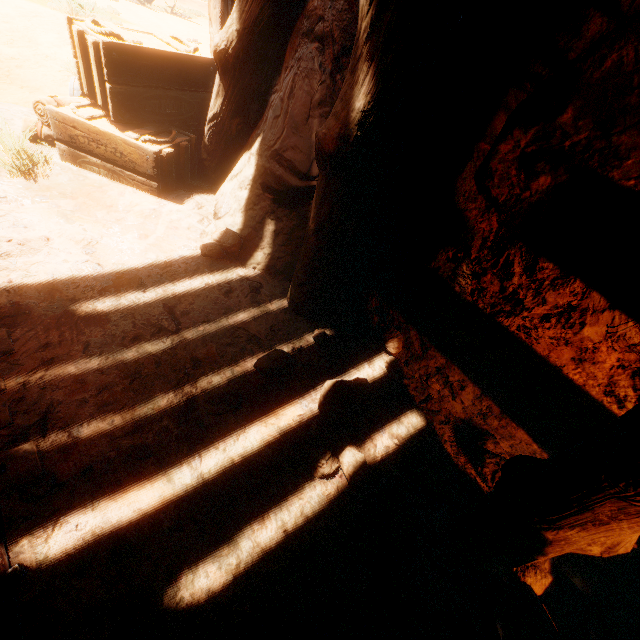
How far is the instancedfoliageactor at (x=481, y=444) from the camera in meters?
2.1

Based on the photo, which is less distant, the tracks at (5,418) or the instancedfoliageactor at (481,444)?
the tracks at (5,418)

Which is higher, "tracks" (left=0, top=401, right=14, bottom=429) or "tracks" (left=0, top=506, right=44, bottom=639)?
"tracks" (left=0, top=401, right=14, bottom=429)

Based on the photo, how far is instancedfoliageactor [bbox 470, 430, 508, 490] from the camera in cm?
209

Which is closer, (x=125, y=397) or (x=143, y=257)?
(x=125, y=397)

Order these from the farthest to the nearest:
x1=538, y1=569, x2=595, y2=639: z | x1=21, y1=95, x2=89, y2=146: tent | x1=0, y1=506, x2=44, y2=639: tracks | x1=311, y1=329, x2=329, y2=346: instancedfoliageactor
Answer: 1. x1=21, y1=95, x2=89, y2=146: tent
2. x1=311, y1=329, x2=329, y2=346: instancedfoliageactor
3. x1=538, y1=569, x2=595, y2=639: z
4. x1=0, y1=506, x2=44, y2=639: tracks

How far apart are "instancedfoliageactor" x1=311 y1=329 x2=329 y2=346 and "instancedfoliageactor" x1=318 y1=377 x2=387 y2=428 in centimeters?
33cm

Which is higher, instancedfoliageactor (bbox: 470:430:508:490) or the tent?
the tent
